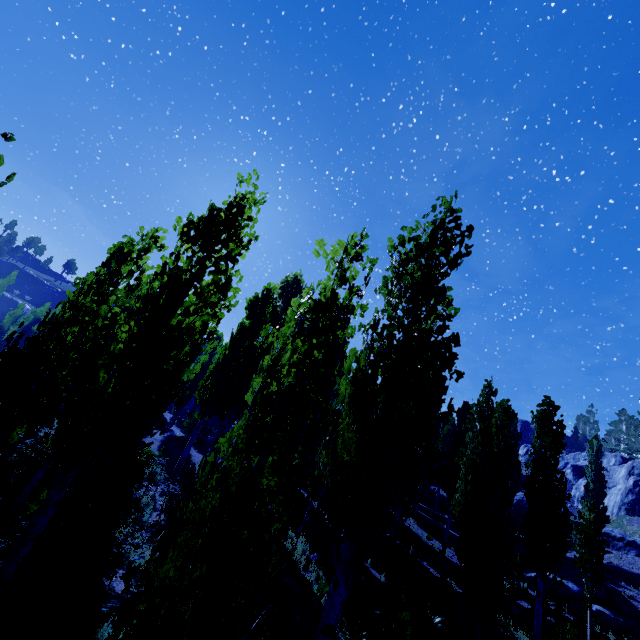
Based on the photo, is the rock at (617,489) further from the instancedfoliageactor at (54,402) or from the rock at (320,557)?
the rock at (320,557)

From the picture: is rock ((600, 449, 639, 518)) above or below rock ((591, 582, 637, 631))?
above

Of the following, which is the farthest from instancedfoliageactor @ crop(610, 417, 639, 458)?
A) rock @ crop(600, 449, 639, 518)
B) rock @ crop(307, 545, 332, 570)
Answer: rock @ crop(307, 545, 332, 570)

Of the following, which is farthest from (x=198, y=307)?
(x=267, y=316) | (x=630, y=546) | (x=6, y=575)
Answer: (x=630, y=546)

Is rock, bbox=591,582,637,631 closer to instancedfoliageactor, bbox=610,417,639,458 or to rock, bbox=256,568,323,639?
instancedfoliageactor, bbox=610,417,639,458

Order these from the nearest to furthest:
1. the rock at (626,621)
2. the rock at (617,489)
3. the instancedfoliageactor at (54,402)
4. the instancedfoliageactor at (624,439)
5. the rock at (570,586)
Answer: the instancedfoliageactor at (54,402)
the rock at (626,621)
the rock at (570,586)
the rock at (617,489)
the instancedfoliageactor at (624,439)

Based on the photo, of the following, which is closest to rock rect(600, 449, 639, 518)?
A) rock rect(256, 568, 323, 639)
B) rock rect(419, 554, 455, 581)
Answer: rock rect(419, 554, 455, 581)

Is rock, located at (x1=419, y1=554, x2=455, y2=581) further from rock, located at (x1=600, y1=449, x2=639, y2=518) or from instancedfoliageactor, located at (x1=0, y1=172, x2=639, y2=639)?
rock, located at (x1=600, y1=449, x2=639, y2=518)
